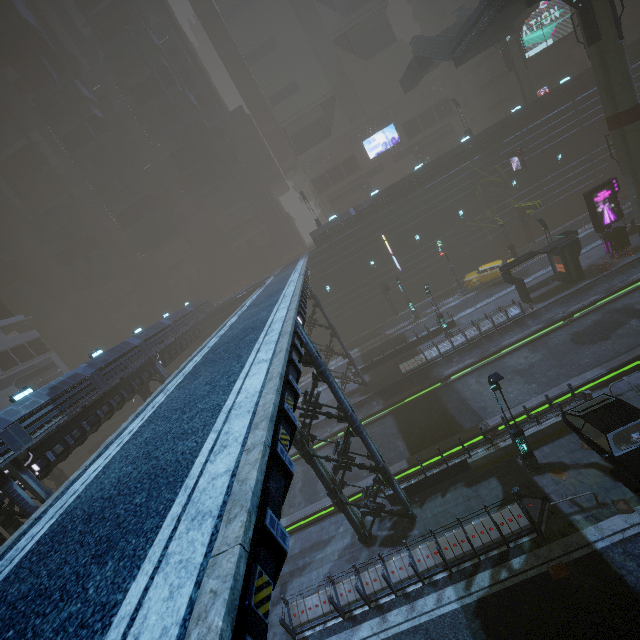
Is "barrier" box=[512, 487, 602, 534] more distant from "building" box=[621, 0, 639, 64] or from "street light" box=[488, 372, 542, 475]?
"building" box=[621, 0, 639, 64]

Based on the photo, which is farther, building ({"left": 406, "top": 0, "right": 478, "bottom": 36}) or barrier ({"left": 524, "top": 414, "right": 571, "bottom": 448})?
building ({"left": 406, "top": 0, "right": 478, "bottom": 36})

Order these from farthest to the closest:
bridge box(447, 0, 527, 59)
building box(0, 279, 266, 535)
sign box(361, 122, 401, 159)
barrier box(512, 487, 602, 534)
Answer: sign box(361, 122, 401, 159)
bridge box(447, 0, 527, 59)
building box(0, 279, 266, 535)
barrier box(512, 487, 602, 534)

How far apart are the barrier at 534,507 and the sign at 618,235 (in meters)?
22.31

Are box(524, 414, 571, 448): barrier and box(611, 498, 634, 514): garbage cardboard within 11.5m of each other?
yes

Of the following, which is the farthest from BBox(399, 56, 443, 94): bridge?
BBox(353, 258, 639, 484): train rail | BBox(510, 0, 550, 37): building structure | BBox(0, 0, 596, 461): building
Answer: BBox(353, 258, 639, 484): train rail

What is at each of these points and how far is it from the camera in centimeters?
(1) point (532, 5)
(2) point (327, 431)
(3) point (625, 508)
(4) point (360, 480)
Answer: (1) building structure, 2170cm
(2) train rail, 2628cm
(3) garbage cardboard, 1149cm
(4) train rail, 2075cm

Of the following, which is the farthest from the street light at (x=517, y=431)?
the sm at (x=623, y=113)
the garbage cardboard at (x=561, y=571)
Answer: the sm at (x=623, y=113)
